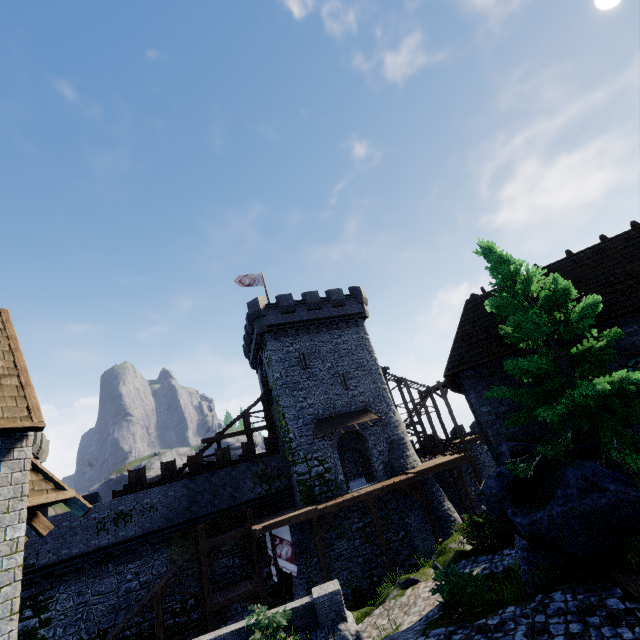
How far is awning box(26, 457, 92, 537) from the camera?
5.4m

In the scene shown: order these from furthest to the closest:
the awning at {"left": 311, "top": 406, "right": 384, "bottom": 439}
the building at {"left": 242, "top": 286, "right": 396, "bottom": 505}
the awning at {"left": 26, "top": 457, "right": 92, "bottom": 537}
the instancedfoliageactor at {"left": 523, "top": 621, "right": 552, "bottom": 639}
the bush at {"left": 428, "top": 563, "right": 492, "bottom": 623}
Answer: the awning at {"left": 311, "top": 406, "right": 384, "bottom": 439} < the building at {"left": 242, "top": 286, "right": 396, "bottom": 505} < the bush at {"left": 428, "top": 563, "right": 492, "bottom": 623} < the instancedfoliageactor at {"left": 523, "top": 621, "right": 552, "bottom": 639} < the awning at {"left": 26, "top": 457, "right": 92, "bottom": 537}

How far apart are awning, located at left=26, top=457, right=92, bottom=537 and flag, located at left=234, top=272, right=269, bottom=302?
24.2 meters

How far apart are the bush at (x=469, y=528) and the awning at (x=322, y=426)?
9.7 meters

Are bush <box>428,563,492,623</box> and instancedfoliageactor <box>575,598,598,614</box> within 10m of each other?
yes

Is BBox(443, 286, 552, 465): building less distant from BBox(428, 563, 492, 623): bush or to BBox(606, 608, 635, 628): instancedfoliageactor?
BBox(428, 563, 492, 623): bush

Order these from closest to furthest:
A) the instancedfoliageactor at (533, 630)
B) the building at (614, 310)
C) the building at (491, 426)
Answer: the instancedfoliageactor at (533, 630) → the building at (614, 310) → the building at (491, 426)

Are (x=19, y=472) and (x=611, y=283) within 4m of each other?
no
